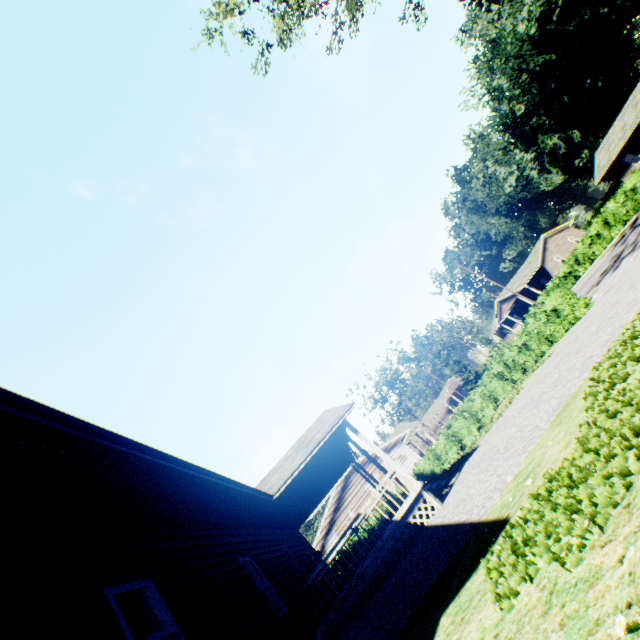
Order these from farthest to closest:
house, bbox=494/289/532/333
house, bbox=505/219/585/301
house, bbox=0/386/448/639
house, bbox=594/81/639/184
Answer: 1. house, bbox=494/289/532/333
2. house, bbox=505/219/585/301
3. house, bbox=594/81/639/184
4. house, bbox=0/386/448/639

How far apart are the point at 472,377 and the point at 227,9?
59.94m

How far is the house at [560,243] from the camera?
46.84m

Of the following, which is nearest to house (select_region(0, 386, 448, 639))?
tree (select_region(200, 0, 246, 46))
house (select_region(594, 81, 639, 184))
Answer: tree (select_region(200, 0, 246, 46))

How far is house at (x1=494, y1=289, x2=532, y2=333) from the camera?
48.9 meters

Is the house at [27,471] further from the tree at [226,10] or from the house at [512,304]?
the house at [512,304]

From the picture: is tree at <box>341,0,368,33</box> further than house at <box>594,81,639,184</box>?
No

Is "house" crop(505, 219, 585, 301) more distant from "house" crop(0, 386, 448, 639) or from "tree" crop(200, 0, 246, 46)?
"tree" crop(200, 0, 246, 46)
